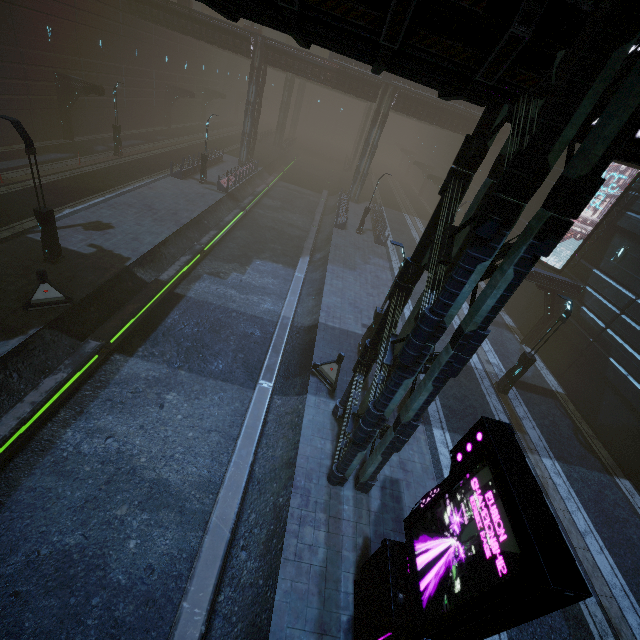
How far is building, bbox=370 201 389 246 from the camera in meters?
29.2

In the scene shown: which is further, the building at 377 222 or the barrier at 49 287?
the building at 377 222

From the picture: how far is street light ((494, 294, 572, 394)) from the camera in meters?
13.7 m

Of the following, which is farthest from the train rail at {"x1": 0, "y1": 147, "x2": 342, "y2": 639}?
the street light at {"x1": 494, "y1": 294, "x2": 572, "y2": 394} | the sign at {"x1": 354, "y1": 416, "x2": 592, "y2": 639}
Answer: the street light at {"x1": 494, "y1": 294, "x2": 572, "y2": 394}

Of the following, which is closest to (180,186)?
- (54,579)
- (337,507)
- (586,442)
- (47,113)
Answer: (47,113)

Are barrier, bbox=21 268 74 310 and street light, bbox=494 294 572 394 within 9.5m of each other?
no

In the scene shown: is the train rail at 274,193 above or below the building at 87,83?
below

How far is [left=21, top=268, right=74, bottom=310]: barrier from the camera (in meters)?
12.05
